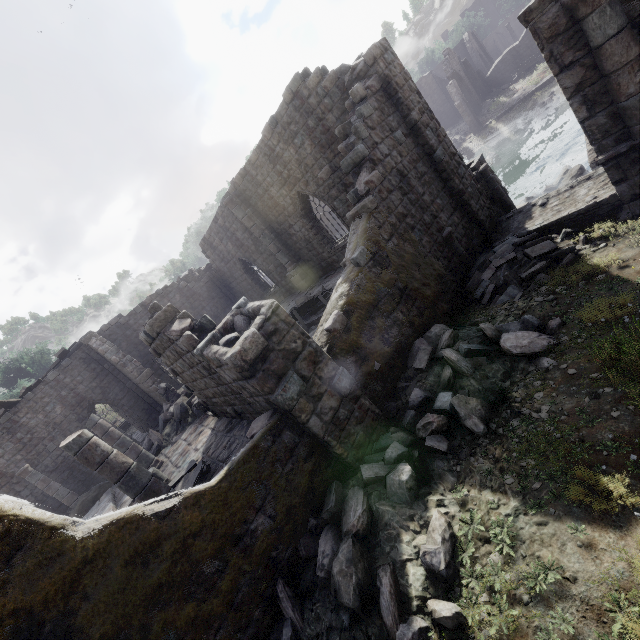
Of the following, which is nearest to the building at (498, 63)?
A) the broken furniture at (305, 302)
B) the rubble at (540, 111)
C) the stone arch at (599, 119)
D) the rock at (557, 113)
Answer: the stone arch at (599, 119)

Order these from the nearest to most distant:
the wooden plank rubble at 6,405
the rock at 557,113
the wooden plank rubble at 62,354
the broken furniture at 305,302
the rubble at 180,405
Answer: the broken furniture at 305,302
the rubble at 180,405
the wooden plank rubble at 6,405
the wooden plank rubble at 62,354
the rock at 557,113

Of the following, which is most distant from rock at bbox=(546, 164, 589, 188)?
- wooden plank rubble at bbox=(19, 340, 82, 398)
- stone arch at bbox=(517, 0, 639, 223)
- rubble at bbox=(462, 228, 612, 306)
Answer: wooden plank rubble at bbox=(19, 340, 82, 398)

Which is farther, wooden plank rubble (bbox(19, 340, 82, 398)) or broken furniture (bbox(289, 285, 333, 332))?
wooden plank rubble (bbox(19, 340, 82, 398))

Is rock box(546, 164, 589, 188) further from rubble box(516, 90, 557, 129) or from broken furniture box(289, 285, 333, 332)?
rubble box(516, 90, 557, 129)

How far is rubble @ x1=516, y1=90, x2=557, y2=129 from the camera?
27.19m

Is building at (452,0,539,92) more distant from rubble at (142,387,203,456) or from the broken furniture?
the broken furniture

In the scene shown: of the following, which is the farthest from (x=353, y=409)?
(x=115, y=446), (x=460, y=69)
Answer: (x=460, y=69)
